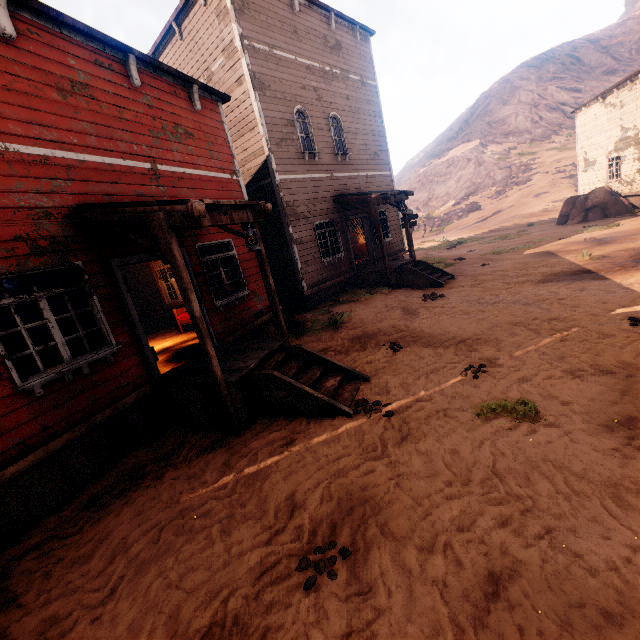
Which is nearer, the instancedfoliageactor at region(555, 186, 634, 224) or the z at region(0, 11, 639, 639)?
the z at region(0, 11, 639, 639)

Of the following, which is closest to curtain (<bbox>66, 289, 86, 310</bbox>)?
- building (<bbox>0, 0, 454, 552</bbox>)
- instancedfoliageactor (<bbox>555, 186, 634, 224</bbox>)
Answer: building (<bbox>0, 0, 454, 552</bbox>)

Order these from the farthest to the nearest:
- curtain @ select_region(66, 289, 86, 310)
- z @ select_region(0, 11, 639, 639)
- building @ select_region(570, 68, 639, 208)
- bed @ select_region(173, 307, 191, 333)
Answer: building @ select_region(570, 68, 639, 208), bed @ select_region(173, 307, 191, 333), curtain @ select_region(66, 289, 86, 310), z @ select_region(0, 11, 639, 639)

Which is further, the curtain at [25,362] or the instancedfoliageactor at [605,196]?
the instancedfoliageactor at [605,196]

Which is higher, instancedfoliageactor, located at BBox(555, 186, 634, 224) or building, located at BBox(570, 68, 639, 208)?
building, located at BBox(570, 68, 639, 208)

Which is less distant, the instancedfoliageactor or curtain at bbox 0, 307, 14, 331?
curtain at bbox 0, 307, 14, 331

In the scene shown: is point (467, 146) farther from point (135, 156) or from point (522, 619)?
point (522, 619)

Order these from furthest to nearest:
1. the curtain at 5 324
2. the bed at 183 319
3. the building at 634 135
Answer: the building at 634 135 → the bed at 183 319 → the curtain at 5 324
